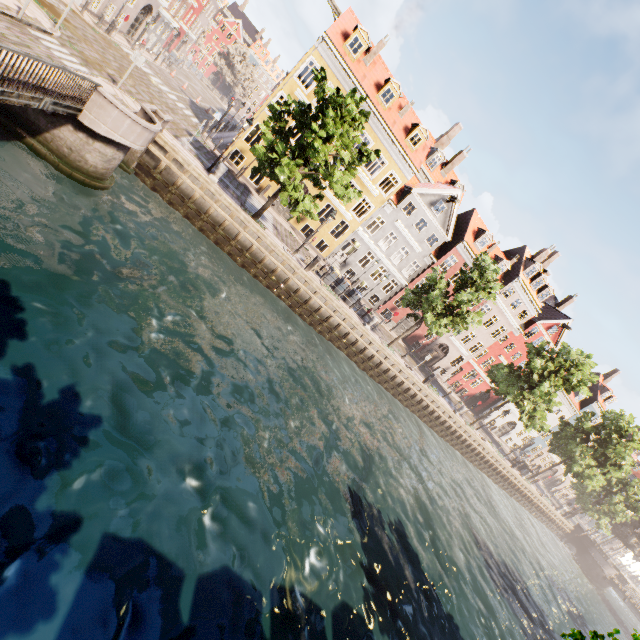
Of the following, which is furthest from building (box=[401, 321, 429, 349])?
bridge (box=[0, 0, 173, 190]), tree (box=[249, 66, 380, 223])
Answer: bridge (box=[0, 0, 173, 190])

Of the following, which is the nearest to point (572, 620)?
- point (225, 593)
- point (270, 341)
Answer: point (270, 341)

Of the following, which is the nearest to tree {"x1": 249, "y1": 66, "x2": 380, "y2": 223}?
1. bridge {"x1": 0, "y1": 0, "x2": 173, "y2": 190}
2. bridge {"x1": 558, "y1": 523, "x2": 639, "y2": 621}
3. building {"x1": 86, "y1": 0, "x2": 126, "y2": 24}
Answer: bridge {"x1": 558, "y1": 523, "x2": 639, "y2": 621}

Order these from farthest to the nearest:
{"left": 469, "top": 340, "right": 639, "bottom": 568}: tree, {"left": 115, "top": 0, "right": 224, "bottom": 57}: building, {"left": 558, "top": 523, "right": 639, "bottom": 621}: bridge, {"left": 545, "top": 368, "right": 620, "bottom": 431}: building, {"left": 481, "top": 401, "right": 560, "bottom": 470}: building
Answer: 1. {"left": 545, "top": 368, "right": 620, "bottom": 431}: building
2. {"left": 481, "top": 401, "right": 560, "bottom": 470}: building
3. {"left": 558, "top": 523, "right": 639, "bottom": 621}: bridge
4. {"left": 469, "top": 340, "right": 639, "bottom": 568}: tree
5. {"left": 115, "top": 0, "right": 224, "bottom": 57}: building

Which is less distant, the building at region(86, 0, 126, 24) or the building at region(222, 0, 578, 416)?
the building at region(86, 0, 126, 24)

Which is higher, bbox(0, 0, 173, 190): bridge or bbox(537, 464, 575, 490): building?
bbox(537, 464, 575, 490): building

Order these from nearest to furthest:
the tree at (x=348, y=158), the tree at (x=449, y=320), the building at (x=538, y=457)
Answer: the tree at (x=348, y=158), the tree at (x=449, y=320), the building at (x=538, y=457)

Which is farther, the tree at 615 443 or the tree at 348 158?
the tree at 615 443
